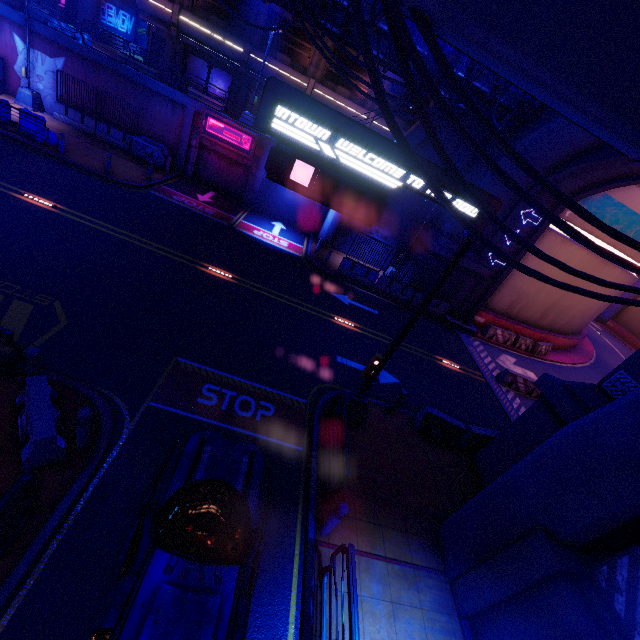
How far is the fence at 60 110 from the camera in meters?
20.0

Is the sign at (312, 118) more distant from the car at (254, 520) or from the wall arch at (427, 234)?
the wall arch at (427, 234)

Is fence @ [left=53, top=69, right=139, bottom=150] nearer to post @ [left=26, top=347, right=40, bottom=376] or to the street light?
the street light

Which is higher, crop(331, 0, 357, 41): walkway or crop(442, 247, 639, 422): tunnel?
crop(331, 0, 357, 41): walkway

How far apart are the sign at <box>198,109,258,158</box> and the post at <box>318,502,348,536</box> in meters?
21.7 m

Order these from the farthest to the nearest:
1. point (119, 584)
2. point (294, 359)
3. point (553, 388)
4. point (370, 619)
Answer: point (294, 359) < point (553, 388) < point (370, 619) < point (119, 584)

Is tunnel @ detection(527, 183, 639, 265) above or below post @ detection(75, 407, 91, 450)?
above

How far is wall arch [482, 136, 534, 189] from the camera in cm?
1730
